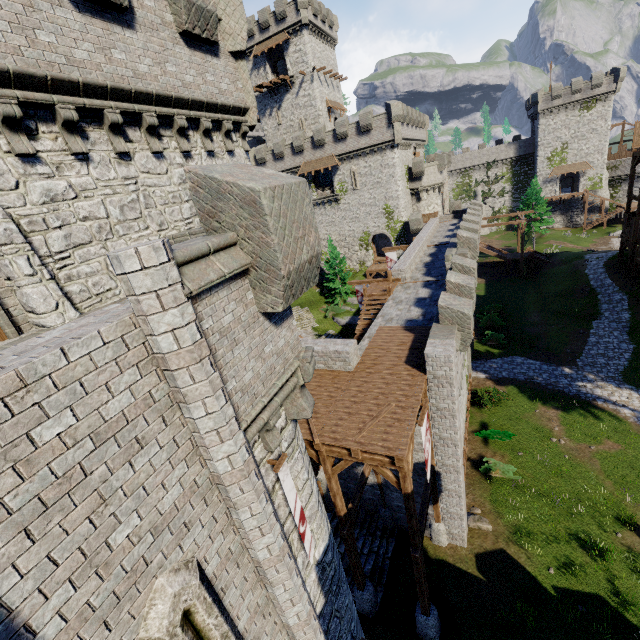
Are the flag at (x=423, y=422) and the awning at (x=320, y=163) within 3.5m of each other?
no

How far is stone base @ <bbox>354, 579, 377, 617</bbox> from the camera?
13.48m

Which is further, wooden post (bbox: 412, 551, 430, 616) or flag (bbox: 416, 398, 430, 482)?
wooden post (bbox: 412, 551, 430, 616)

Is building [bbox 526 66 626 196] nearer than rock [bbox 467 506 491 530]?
No

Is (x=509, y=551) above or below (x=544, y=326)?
below

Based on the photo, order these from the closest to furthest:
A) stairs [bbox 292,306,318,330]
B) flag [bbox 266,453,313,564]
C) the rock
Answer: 1. flag [bbox 266,453,313,564]
2. the rock
3. stairs [bbox 292,306,318,330]

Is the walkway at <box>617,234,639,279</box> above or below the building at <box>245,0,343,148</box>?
below

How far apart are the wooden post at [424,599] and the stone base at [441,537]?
3.26m
